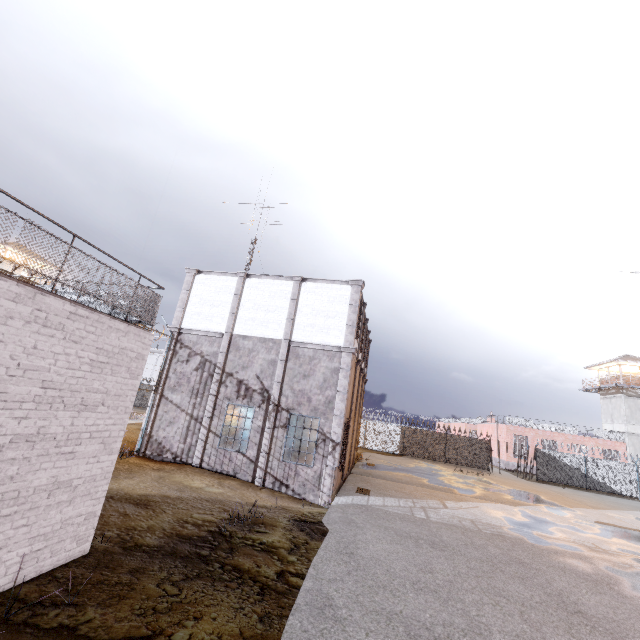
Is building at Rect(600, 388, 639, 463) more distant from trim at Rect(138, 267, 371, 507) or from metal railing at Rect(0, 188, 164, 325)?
metal railing at Rect(0, 188, 164, 325)

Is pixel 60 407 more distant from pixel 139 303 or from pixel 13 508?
pixel 139 303

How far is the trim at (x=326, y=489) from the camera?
13.4m

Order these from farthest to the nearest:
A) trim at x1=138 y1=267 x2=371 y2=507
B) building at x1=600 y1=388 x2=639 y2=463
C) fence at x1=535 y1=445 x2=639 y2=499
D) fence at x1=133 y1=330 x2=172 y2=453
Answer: building at x1=600 y1=388 x2=639 y2=463
fence at x1=535 y1=445 x2=639 y2=499
fence at x1=133 y1=330 x2=172 y2=453
trim at x1=138 y1=267 x2=371 y2=507

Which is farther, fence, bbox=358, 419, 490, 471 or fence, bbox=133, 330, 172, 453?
fence, bbox=358, 419, 490, 471

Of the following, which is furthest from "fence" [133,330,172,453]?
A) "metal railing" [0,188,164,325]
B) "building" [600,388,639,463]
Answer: "building" [600,388,639,463]

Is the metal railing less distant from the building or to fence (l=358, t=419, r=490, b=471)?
fence (l=358, t=419, r=490, b=471)

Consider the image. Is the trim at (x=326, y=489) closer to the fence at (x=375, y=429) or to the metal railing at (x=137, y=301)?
the fence at (x=375, y=429)
